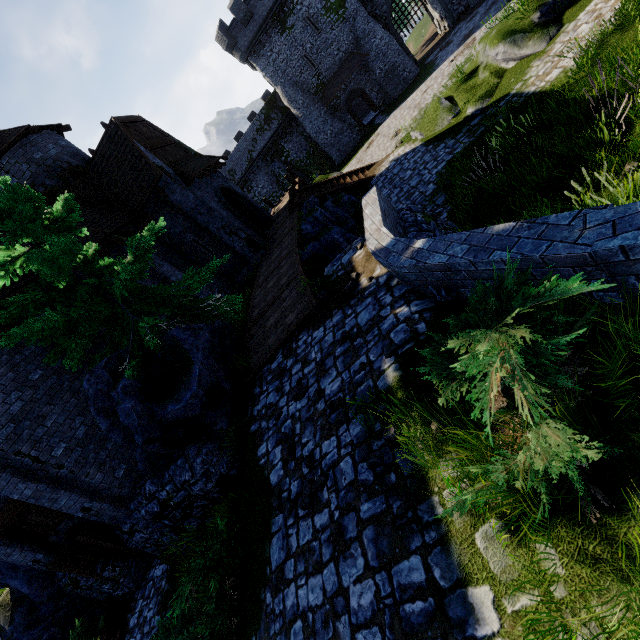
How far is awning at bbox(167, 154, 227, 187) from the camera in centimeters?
1533cm

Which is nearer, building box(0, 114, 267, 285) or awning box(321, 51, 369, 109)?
building box(0, 114, 267, 285)

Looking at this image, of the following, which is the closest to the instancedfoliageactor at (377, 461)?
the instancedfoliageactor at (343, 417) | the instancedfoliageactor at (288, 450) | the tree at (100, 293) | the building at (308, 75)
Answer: the instancedfoliageactor at (343, 417)

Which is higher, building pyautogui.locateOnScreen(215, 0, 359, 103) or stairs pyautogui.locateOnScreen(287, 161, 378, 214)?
building pyautogui.locateOnScreen(215, 0, 359, 103)

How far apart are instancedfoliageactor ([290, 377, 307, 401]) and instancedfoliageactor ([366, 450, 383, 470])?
2.3 meters

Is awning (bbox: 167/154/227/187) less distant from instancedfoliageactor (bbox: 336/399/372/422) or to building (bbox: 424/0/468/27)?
instancedfoliageactor (bbox: 336/399/372/422)

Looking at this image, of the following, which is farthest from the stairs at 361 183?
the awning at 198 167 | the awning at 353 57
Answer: the awning at 353 57

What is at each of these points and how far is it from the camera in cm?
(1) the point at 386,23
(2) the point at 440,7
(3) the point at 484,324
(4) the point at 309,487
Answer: (1) building, 3419
(2) building, 3441
(3) bush, 263
(4) instancedfoliageactor, 445
